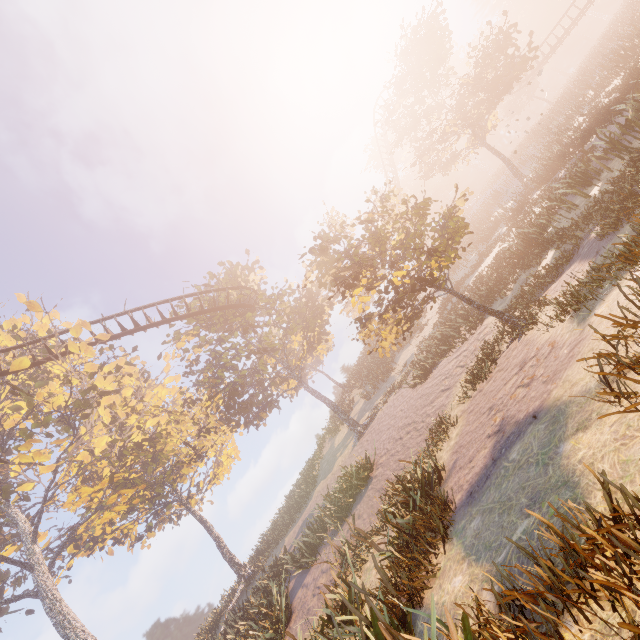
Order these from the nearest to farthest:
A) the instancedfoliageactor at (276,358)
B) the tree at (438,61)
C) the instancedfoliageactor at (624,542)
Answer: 1. the instancedfoliageactor at (624,542)
2. the instancedfoliageactor at (276,358)
3. the tree at (438,61)

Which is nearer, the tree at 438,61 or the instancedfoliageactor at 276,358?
the instancedfoliageactor at 276,358

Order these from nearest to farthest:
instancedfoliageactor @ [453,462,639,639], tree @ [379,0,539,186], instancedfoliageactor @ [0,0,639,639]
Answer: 1. instancedfoliageactor @ [453,462,639,639]
2. instancedfoliageactor @ [0,0,639,639]
3. tree @ [379,0,539,186]

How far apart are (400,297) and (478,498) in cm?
527

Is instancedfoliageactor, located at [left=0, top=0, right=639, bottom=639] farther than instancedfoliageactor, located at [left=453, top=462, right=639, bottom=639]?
Yes

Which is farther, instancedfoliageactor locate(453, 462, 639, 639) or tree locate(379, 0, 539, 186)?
tree locate(379, 0, 539, 186)

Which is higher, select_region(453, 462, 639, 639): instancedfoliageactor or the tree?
the tree
